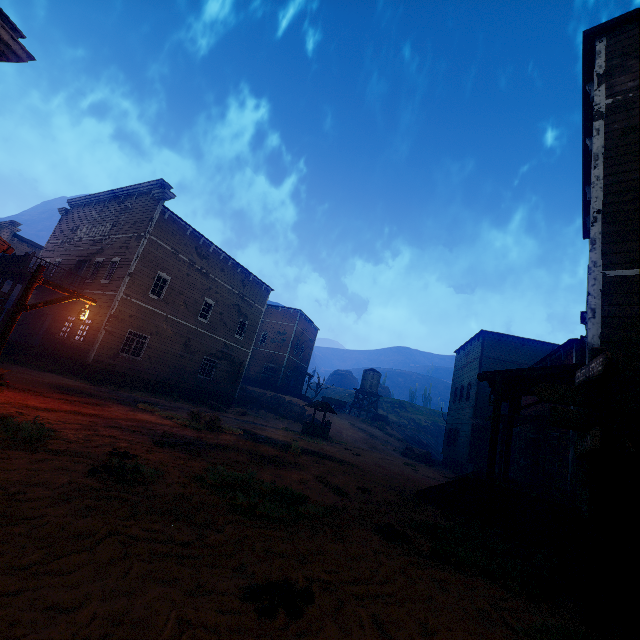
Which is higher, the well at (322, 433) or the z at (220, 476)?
the well at (322, 433)

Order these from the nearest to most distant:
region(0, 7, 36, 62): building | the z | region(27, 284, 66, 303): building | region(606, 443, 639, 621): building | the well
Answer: the z, region(606, 443, 639, 621): building, region(0, 7, 36, 62): building, the well, region(27, 284, 66, 303): building

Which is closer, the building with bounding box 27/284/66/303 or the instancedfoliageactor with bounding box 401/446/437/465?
the building with bounding box 27/284/66/303

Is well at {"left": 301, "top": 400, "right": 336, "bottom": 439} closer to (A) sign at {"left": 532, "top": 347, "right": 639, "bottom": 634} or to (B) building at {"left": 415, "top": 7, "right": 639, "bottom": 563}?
(B) building at {"left": 415, "top": 7, "right": 639, "bottom": 563}

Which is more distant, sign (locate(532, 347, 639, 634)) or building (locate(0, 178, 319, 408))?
building (locate(0, 178, 319, 408))

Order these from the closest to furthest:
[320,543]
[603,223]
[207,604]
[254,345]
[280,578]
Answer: [207,604] < [280,578] < [320,543] < [603,223] < [254,345]

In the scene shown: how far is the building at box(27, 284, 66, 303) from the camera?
21.08m

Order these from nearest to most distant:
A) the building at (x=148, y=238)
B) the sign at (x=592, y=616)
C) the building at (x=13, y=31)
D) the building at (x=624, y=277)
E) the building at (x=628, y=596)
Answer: the sign at (x=592, y=616) → the building at (x=628, y=596) → the building at (x=624, y=277) → the building at (x=13, y=31) → the building at (x=148, y=238)
